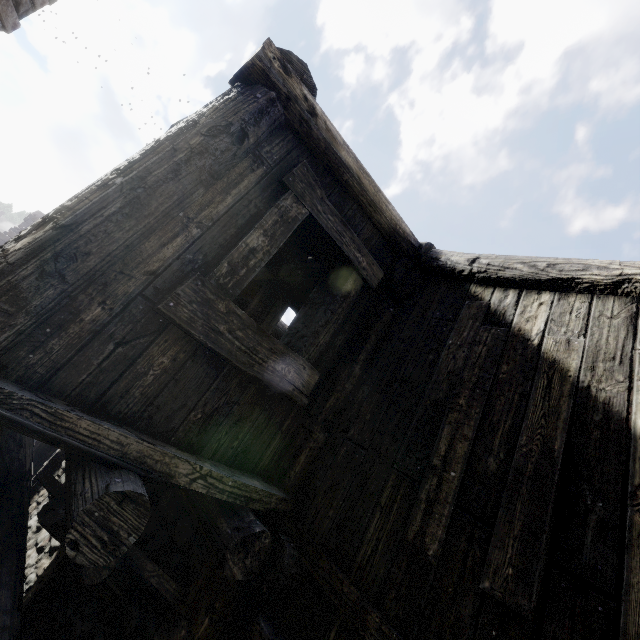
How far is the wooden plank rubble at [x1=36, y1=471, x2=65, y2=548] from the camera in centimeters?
266cm

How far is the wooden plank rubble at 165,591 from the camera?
2.3m

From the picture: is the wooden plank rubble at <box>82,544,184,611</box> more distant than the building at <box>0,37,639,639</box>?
Yes

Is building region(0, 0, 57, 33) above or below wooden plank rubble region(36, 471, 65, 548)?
above

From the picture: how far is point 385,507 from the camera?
2.08m

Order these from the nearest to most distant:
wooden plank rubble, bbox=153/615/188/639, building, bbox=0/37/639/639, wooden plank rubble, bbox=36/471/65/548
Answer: building, bbox=0/37/639/639
wooden plank rubble, bbox=153/615/188/639
wooden plank rubble, bbox=36/471/65/548
